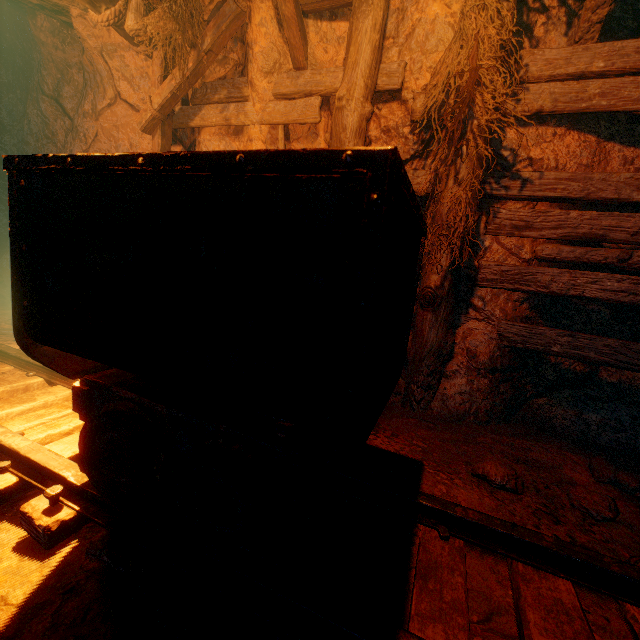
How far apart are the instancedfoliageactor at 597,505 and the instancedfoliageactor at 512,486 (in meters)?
0.33

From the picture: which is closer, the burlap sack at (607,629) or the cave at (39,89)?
the burlap sack at (607,629)

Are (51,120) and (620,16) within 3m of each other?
no

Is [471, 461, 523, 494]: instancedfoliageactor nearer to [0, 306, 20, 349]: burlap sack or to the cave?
[0, 306, 20, 349]: burlap sack

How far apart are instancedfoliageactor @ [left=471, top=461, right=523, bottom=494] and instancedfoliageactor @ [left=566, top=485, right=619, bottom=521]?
0.33m

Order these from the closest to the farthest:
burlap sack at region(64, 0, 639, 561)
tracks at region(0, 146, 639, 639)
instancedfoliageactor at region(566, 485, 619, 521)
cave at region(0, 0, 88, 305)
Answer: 1. tracks at region(0, 146, 639, 639)
2. instancedfoliageactor at region(566, 485, 619, 521)
3. burlap sack at region(64, 0, 639, 561)
4. cave at region(0, 0, 88, 305)

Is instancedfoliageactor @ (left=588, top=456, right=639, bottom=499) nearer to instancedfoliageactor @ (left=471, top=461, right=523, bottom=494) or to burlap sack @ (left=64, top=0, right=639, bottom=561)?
burlap sack @ (left=64, top=0, right=639, bottom=561)

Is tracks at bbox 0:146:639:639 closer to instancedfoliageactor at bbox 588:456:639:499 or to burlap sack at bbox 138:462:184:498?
burlap sack at bbox 138:462:184:498
